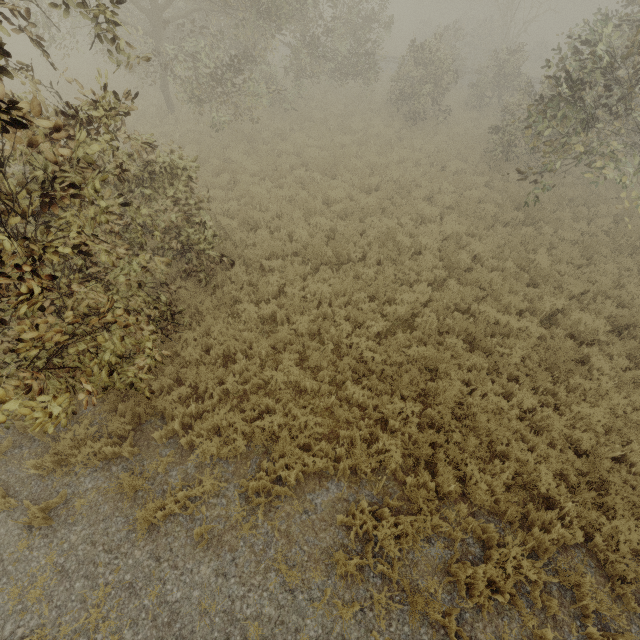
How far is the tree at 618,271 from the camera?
9.85m

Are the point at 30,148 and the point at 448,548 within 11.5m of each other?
yes

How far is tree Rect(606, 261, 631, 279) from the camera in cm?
985

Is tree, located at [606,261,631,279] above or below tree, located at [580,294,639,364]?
above

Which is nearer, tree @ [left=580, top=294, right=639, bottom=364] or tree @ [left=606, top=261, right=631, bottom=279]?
tree @ [left=580, top=294, right=639, bottom=364]

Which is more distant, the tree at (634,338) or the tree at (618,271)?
the tree at (618,271)
